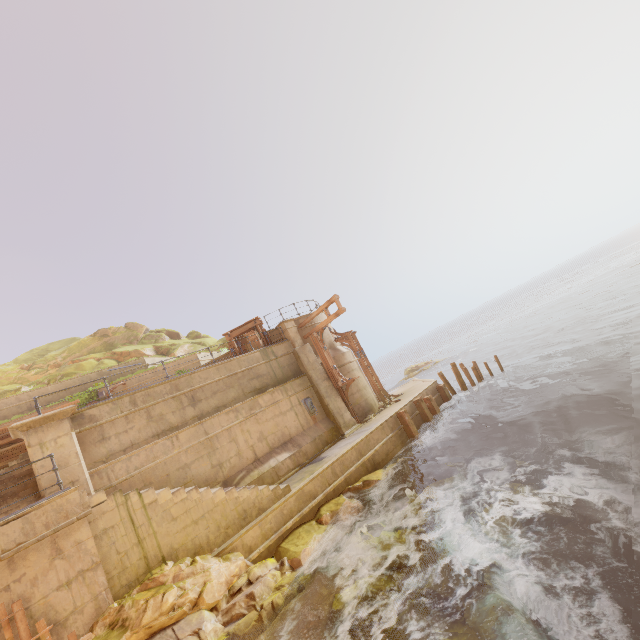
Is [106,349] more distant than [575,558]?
Yes

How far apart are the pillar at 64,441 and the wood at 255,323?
7.1m

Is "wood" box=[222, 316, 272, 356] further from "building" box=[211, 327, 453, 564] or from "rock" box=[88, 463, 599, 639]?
"rock" box=[88, 463, 599, 639]

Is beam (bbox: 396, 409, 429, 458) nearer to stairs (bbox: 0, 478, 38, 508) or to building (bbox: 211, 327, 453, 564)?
building (bbox: 211, 327, 453, 564)

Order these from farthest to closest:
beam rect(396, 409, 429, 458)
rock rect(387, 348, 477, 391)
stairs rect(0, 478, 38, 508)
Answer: rock rect(387, 348, 477, 391) < beam rect(396, 409, 429, 458) < stairs rect(0, 478, 38, 508)

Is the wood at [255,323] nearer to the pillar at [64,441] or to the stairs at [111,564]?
the stairs at [111,564]

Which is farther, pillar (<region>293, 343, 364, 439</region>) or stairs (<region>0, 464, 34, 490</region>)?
pillar (<region>293, 343, 364, 439</region>)

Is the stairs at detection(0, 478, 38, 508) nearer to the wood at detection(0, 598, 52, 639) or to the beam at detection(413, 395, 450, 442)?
the wood at detection(0, 598, 52, 639)
